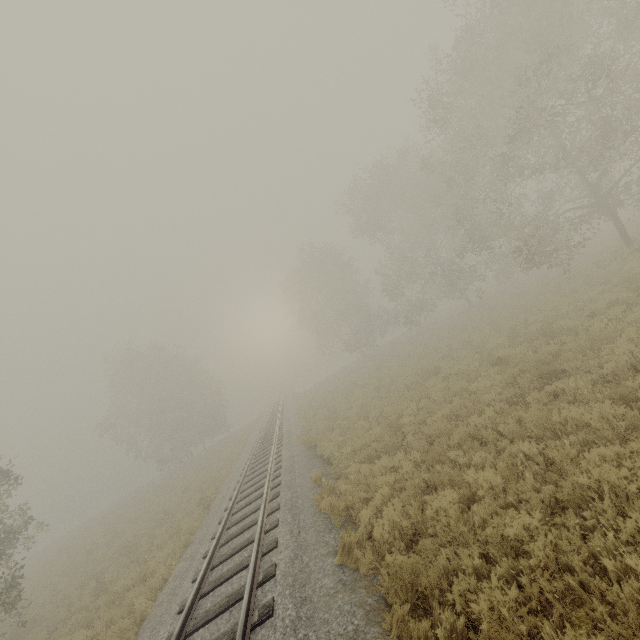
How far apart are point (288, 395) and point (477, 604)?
55.5m
